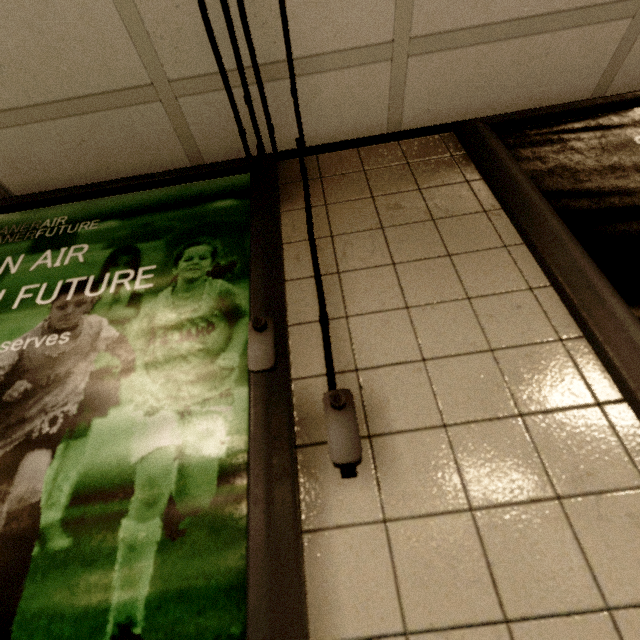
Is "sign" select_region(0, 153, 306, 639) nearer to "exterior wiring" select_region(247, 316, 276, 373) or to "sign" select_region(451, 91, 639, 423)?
"exterior wiring" select_region(247, 316, 276, 373)

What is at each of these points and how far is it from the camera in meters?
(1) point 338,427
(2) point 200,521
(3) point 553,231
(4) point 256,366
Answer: (1) exterior wiring, 0.6 m
(2) sign, 0.6 m
(3) sign, 0.8 m
(4) exterior wiring, 0.7 m

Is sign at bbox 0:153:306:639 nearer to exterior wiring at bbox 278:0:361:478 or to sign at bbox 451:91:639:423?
exterior wiring at bbox 278:0:361:478

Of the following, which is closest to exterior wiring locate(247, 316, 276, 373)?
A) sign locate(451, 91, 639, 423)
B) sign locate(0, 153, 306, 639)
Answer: sign locate(0, 153, 306, 639)

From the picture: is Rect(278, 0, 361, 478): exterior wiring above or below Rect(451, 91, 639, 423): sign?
below

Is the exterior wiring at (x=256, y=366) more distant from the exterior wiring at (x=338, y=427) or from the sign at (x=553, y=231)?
the sign at (x=553, y=231)

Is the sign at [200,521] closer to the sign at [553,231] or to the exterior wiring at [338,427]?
the exterior wiring at [338,427]
